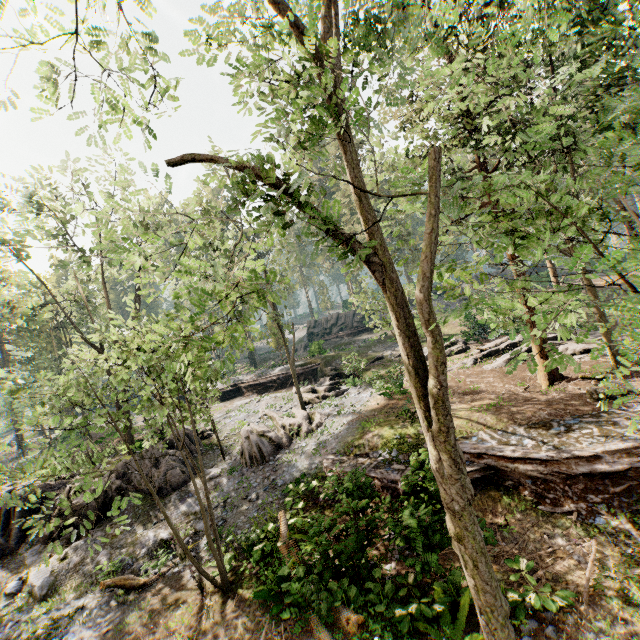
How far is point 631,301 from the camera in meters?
3.2 m

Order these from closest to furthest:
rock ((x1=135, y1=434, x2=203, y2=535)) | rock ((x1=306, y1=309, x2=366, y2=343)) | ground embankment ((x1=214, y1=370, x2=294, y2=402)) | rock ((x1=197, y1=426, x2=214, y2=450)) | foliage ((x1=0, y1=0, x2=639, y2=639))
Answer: foliage ((x1=0, y1=0, x2=639, y2=639)) < rock ((x1=135, y1=434, x2=203, y2=535)) < rock ((x1=197, y1=426, x2=214, y2=450)) < ground embankment ((x1=214, y1=370, x2=294, y2=402)) < rock ((x1=306, y1=309, x2=366, y2=343))

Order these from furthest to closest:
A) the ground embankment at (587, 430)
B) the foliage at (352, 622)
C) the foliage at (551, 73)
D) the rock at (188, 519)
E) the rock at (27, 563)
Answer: the rock at (188, 519) → the rock at (27, 563) → the ground embankment at (587, 430) → the foliage at (352, 622) → the foliage at (551, 73)

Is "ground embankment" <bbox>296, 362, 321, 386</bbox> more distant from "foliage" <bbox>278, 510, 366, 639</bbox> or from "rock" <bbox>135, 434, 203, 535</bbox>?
"rock" <bbox>135, 434, 203, 535</bbox>

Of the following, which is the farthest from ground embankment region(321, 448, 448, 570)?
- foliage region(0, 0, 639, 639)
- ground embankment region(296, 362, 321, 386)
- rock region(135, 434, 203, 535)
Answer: ground embankment region(296, 362, 321, 386)

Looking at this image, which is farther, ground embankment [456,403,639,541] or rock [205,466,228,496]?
rock [205,466,228,496]

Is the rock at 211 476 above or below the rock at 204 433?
below

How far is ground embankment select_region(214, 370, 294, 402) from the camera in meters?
30.2 m
